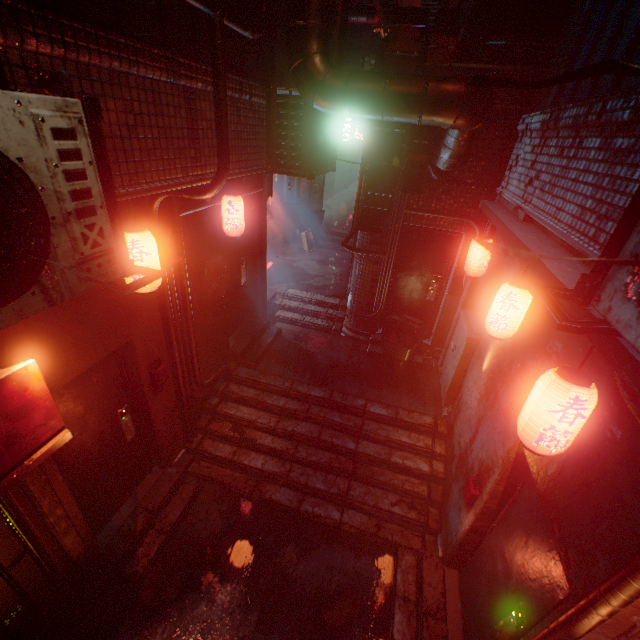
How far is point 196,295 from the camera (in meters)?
4.11

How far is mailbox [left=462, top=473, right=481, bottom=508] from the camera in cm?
309

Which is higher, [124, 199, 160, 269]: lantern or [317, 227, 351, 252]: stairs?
[124, 199, 160, 269]: lantern

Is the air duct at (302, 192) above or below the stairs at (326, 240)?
above

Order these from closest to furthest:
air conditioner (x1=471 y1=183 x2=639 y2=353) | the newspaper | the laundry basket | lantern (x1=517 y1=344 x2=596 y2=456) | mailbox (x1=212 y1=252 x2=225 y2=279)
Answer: air conditioner (x1=471 y1=183 x2=639 y2=353) < lantern (x1=517 y1=344 x2=596 y2=456) < the newspaper < mailbox (x1=212 y1=252 x2=225 y2=279) < the laundry basket

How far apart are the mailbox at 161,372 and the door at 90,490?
0.2m

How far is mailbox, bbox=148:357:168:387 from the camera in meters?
3.6 m

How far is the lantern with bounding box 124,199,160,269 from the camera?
2.35m
